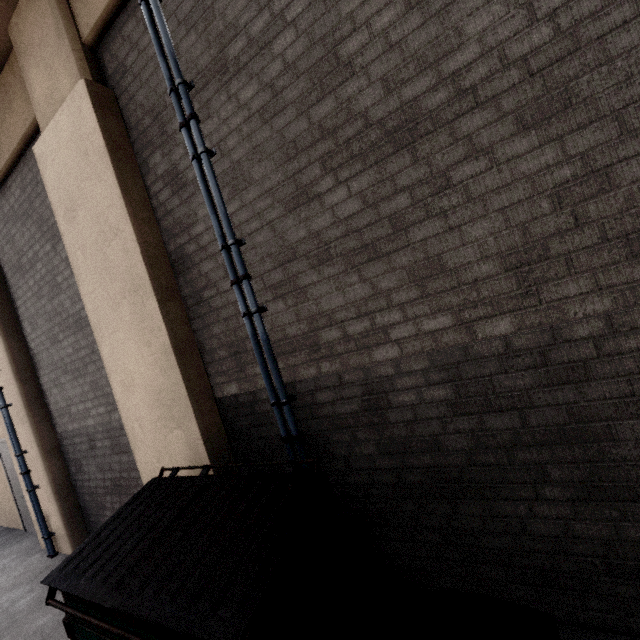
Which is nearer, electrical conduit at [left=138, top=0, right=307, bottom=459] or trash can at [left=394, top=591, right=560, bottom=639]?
trash can at [left=394, top=591, right=560, bottom=639]

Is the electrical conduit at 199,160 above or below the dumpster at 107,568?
above

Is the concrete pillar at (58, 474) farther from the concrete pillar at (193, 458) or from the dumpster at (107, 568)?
the dumpster at (107, 568)

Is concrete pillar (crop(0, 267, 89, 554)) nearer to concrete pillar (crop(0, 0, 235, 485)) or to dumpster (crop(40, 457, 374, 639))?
concrete pillar (crop(0, 0, 235, 485))

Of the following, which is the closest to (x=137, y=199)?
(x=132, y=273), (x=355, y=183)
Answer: (x=132, y=273)

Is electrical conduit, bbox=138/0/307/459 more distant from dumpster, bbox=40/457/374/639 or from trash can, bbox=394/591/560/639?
trash can, bbox=394/591/560/639

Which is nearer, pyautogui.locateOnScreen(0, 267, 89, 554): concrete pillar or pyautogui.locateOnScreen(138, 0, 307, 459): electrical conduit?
pyautogui.locateOnScreen(138, 0, 307, 459): electrical conduit

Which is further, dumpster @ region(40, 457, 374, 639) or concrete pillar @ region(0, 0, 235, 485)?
concrete pillar @ region(0, 0, 235, 485)
